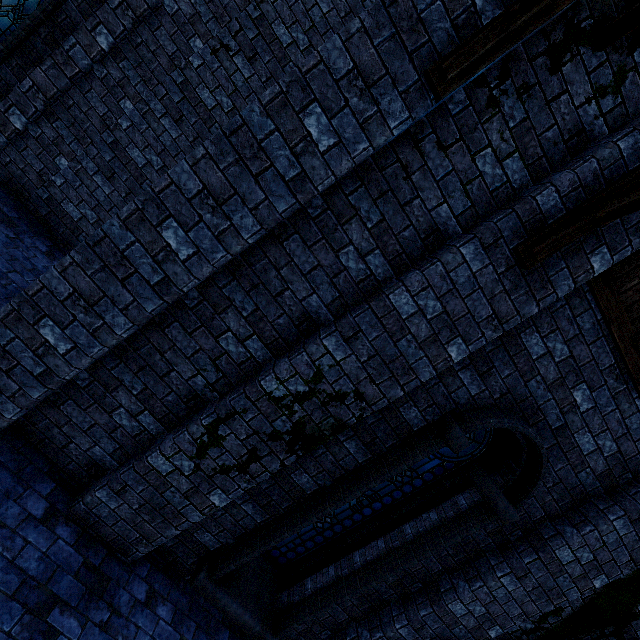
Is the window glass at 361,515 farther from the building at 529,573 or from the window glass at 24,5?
the window glass at 24,5

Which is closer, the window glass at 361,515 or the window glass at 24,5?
the window glass at 361,515

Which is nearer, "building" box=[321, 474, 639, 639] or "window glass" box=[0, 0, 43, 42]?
"building" box=[321, 474, 639, 639]

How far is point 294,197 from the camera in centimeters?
268cm

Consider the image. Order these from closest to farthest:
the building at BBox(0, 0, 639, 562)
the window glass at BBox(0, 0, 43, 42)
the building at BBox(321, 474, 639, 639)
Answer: the building at BBox(0, 0, 639, 562), the building at BBox(321, 474, 639, 639), the window glass at BBox(0, 0, 43, 42)

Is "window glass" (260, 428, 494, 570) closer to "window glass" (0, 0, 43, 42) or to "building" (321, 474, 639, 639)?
"building" (321, 474, 639, 639)

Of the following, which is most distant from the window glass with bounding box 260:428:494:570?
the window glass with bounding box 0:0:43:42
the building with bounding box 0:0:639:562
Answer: the window glass with bounding box 0:0:43:42
